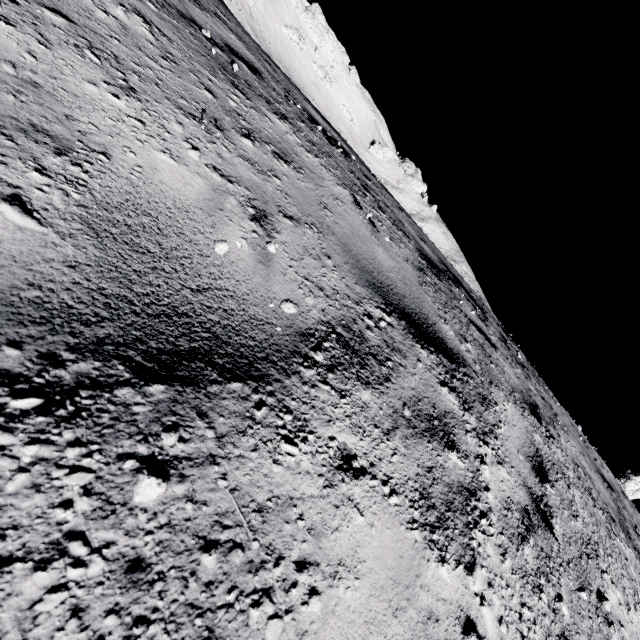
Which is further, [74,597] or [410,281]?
[410,281]
